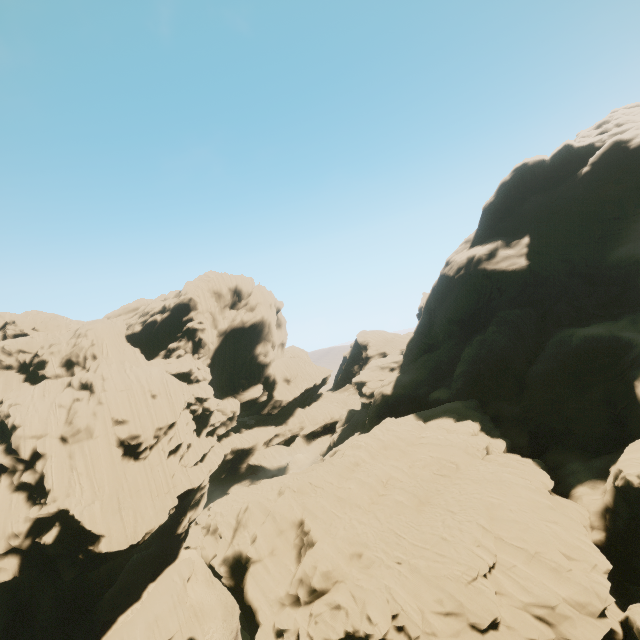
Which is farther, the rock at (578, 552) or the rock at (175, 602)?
the rock at (175, 602)

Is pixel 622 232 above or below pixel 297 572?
Answer: above

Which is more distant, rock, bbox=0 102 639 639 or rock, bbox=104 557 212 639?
rock, bbox=104 557 212 639

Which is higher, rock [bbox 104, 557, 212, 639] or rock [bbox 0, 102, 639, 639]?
rock [bbox 0, 102, 639, 639]

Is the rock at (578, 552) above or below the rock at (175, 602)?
above
